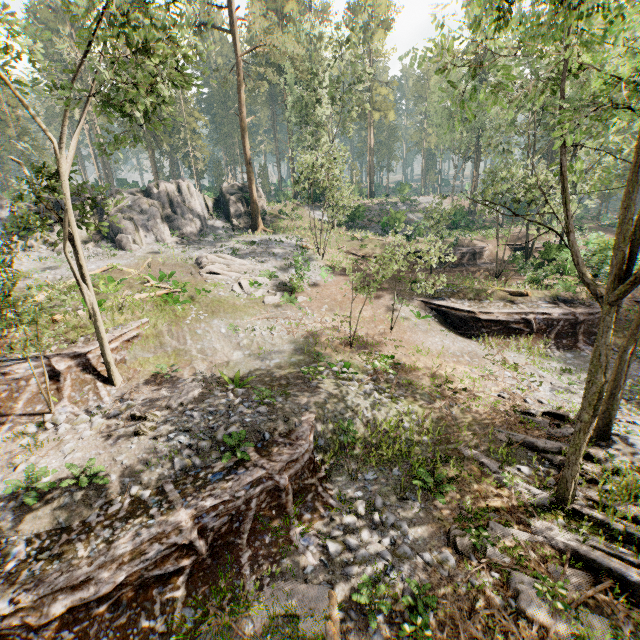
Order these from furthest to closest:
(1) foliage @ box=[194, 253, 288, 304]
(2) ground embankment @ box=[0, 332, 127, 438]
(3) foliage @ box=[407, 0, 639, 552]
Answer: (1) foliage @ box=[194, 253, 288, 304], (2) ground embankment @ box=[0, 332, 127, 438], (3) foliage @ box=[407, 0, 639, 552]

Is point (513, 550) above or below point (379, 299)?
below

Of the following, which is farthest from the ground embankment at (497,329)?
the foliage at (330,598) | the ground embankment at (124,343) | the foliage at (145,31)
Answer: the ground embankment at (124,343)

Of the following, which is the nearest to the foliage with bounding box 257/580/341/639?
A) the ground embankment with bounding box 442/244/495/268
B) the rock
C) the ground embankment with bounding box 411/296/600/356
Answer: the ground embankment with bounding box 411/296/600/356

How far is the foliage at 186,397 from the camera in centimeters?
1275cm

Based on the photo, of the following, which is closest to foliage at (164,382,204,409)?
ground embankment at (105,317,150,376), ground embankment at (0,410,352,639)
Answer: ground embankment at (105,317,150,376)

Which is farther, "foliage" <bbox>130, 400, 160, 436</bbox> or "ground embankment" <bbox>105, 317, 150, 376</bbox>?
"ground embankment" <bbox>105, 317, 150, 376</bbox>

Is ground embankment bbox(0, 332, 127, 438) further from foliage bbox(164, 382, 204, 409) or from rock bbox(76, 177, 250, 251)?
rock bbox(76, 177, 250, 251)
